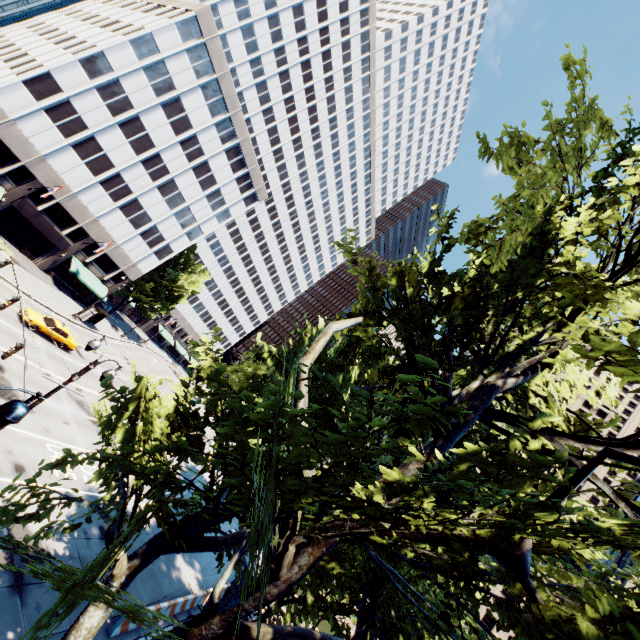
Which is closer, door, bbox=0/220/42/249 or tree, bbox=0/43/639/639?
tree, bbox=0/43/639/639

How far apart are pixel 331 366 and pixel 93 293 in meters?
49.4 m

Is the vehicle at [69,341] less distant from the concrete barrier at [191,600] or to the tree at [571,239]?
Result: the tree at [571,239]

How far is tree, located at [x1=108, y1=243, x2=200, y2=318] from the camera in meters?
52.6

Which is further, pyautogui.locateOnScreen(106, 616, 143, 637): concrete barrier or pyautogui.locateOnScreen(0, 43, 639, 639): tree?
pyautogui.locateOnScreen(106, 616, 143, 637): concrete barrier

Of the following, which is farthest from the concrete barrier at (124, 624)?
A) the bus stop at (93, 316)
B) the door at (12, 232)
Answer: the door at (12, 232)

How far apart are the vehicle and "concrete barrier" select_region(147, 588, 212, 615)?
23.1m

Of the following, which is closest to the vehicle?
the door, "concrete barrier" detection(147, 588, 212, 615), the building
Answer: the building
